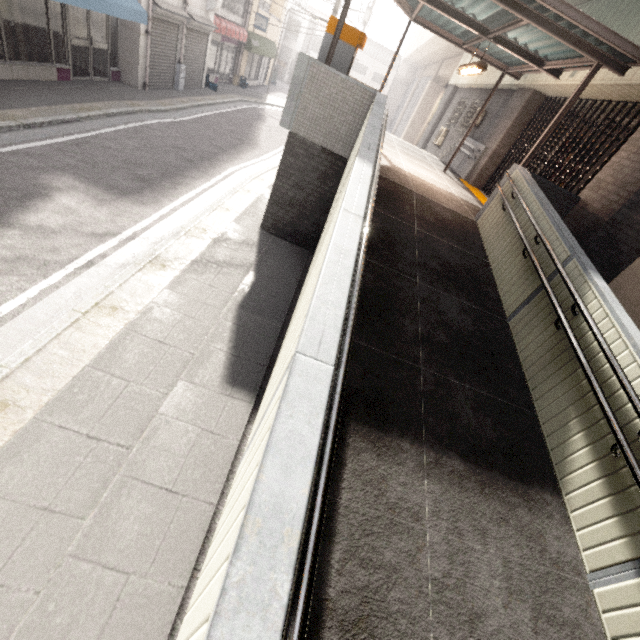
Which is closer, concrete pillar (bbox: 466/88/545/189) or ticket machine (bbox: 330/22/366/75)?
ticket machine (bbox: 330/22/366/75)

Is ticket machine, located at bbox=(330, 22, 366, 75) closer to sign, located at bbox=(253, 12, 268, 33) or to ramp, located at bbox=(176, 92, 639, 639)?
ramp, located at bbox=(176, 92, 639, 639)

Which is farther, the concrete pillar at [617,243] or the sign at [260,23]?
the sign at [260,23]

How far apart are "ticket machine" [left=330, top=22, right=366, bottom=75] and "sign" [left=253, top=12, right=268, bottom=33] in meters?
18.2

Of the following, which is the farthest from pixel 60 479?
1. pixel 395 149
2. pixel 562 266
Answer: pixel 395 149

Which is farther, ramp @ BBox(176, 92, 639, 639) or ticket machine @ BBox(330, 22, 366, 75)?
ticket machine @ BBox(330, 22, 366, 75)

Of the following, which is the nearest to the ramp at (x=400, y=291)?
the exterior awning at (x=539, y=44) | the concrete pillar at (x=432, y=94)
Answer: the exterior awning at (x=539, y=44)

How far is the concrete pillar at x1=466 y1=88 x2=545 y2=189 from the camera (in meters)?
9.89
